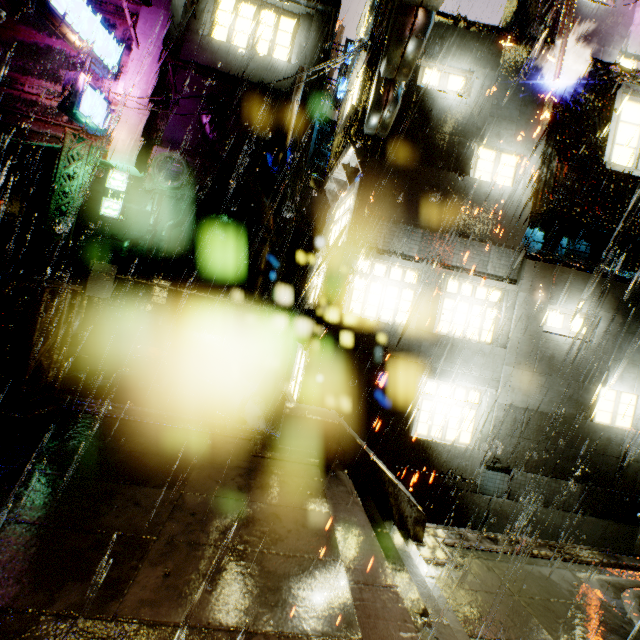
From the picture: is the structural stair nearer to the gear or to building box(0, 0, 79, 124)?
building box(0, 0, 79, 124)

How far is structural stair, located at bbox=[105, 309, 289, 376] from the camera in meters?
9.9 m

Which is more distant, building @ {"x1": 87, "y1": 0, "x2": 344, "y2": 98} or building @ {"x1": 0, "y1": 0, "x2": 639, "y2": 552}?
building @ {"x1": 87, "y1": 0, "x2": 344, "y2": 98}

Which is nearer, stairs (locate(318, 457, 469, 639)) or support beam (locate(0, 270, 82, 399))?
stairs (locate(318, 457, 469, 639))

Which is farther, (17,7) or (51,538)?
(17,7)

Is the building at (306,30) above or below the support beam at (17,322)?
above

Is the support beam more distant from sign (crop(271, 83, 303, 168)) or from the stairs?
sign (crop(271, 83, 303, 168))

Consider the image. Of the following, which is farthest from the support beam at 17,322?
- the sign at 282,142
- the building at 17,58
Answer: the sign at 282,142
